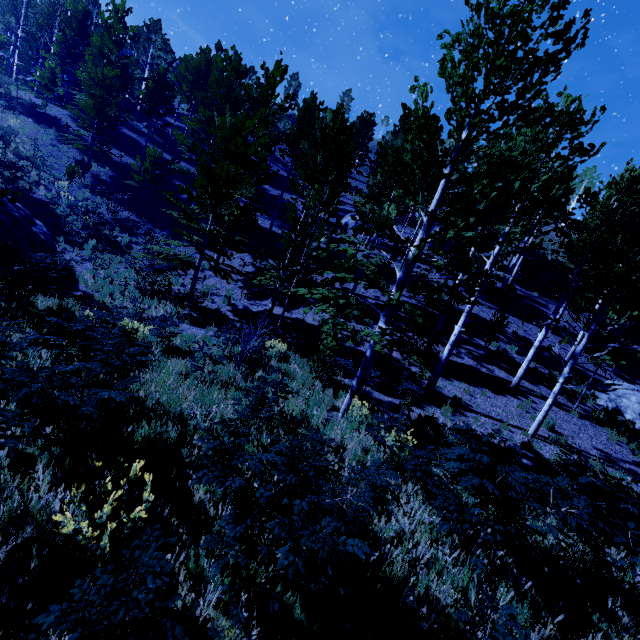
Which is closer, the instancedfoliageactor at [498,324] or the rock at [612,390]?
the rock at [612,390]

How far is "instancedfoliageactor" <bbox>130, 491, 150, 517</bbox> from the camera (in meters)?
2.76

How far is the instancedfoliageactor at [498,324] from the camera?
16.23m

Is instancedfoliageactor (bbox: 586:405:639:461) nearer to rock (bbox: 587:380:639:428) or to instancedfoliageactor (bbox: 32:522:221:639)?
rock (bbox: 587:380:639:428)

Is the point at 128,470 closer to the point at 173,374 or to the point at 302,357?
the point at 173,374

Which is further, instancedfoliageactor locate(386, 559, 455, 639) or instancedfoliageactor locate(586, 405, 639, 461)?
instancedfoliageactor locate(586, 405, 639, 461)

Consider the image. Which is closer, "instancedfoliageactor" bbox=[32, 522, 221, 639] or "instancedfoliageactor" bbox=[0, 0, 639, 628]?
"instancedfoliageactor" bbox=[32, 522, 221, 639]

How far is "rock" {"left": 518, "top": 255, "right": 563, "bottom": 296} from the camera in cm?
2791
